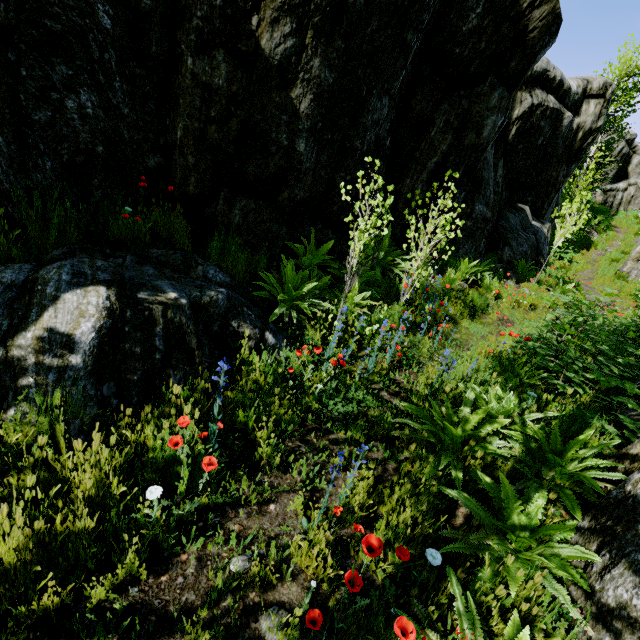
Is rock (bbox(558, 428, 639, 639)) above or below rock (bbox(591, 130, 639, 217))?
below

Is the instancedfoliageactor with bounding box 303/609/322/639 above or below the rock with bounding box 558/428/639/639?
below

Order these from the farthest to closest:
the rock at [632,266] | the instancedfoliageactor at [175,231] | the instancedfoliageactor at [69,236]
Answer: the rock at [632,266]
the instancedfoliageactor at [175,231]
the instancedfoliageactor at [69,236]

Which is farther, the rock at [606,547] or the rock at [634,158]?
the rock at [634,158]

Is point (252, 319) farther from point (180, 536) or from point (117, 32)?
point (117, 32)

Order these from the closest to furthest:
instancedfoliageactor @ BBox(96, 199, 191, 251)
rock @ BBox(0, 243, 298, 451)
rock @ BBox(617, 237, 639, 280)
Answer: rock @ BBox(0, 243, 298, 451) → instancedfoliageactor @ BBox(96, 199, 191, 251) → rock @ BBox(617, 237, 639, 280)

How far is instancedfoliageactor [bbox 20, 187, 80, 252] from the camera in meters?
3.1
